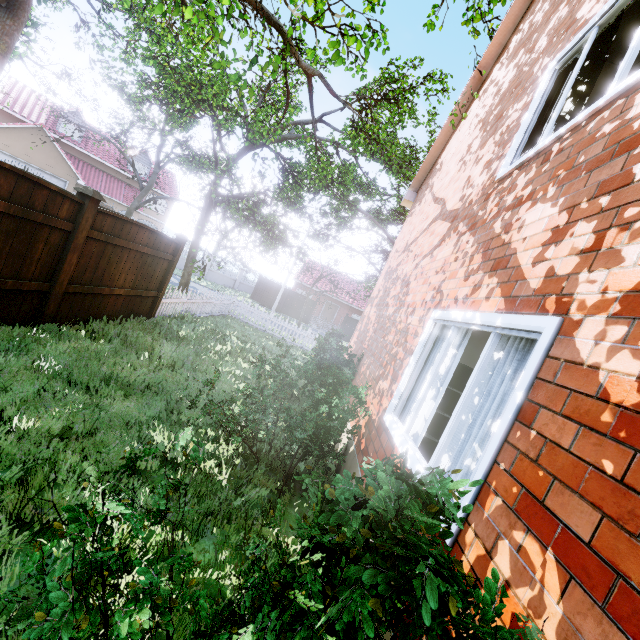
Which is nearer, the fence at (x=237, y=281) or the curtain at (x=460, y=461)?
the curtain at (x=460, y=461)

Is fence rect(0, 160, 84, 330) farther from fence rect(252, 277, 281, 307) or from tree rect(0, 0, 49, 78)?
tree rect(0, 0, 49, 78)

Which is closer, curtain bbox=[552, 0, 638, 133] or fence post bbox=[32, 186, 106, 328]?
curtain bbox=[552, 0, 638, 133]

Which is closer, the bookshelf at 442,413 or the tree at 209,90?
the bookshelf at 442,413

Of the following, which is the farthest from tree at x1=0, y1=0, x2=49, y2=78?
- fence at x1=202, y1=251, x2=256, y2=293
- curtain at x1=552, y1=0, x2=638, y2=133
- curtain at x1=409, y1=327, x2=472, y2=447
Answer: curtain at x1=409, y1=327, x2=472, y2=447

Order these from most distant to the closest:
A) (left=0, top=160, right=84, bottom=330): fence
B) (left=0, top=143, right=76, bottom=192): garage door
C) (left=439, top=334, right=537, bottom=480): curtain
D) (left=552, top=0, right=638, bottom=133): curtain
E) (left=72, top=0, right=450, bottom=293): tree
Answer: (left=0, top=143, right=76, bottom=192): garage door → (left=72, top=0, right=450, bottom=293): tree → (left=0, top=160, right=84, bottom=330): fence → (left=552, top=0, right=638, bottom=133): curtain → (left=439, top=334, right=537, bottom=480): curtain

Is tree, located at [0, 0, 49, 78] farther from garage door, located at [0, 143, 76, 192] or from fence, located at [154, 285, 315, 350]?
garage door, located at [0, 143, 76, 192]

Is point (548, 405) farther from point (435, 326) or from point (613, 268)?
point (435, 326)
